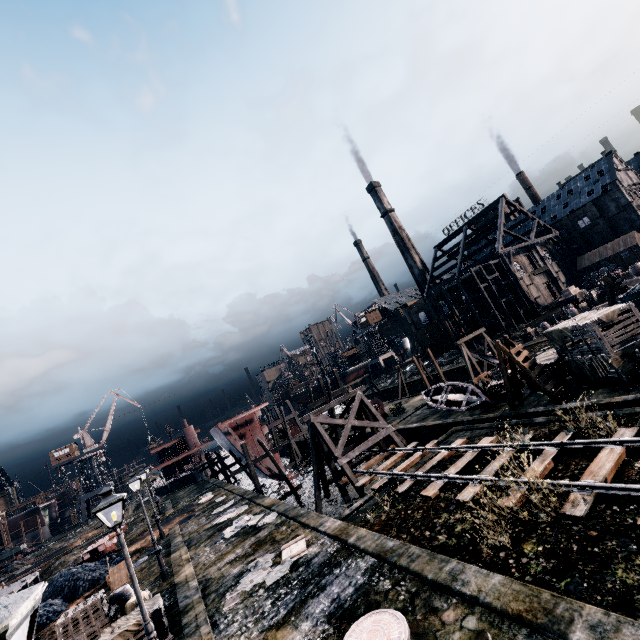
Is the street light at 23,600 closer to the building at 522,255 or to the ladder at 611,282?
the building at 522,255

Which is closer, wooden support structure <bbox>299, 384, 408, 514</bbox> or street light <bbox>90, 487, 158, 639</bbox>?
street light <bbox>90, 487, 158, 639</bbox>

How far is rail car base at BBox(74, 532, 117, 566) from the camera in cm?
2755

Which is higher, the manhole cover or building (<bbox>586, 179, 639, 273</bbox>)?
building (<bbox>586, 179, 639, 273</bbox>)

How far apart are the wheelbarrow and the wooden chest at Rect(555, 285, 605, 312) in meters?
54.7

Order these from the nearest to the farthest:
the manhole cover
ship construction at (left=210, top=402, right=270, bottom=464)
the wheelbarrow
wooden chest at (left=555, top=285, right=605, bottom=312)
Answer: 1. the manhole cover
2. the wheelbarrow
3. ship construction at (left=210, top=402, right=270, bottom=464)
4. wooden chest at (left=555, top=285, right=605, bottom=312)

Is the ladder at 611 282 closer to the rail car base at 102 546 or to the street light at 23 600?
the street light at 23 600

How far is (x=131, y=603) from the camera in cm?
1318
